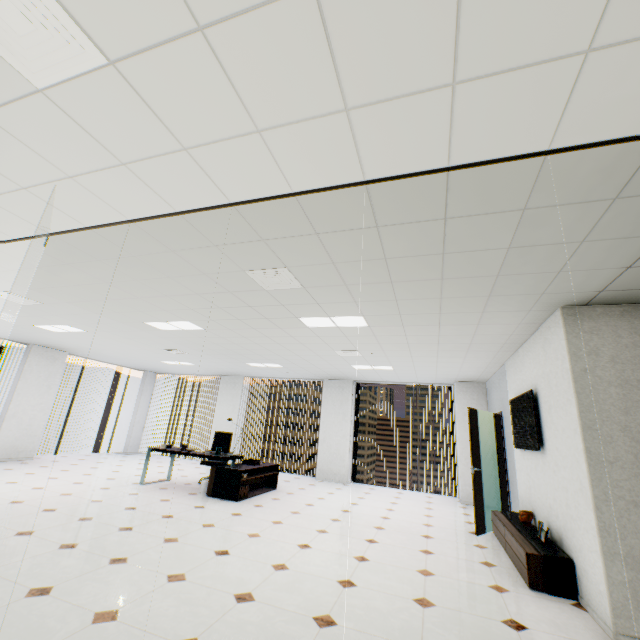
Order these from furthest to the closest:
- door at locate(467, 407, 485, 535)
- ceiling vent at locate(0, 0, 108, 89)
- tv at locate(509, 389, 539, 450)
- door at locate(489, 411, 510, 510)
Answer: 1. door at locate(489, 411, 510, 510)
2. door at locate(467, 407, 485, 535)
3. tv at locate(509, 389, 539, 450)
4. ceiling vent at locate(0, 0, 108, 89)

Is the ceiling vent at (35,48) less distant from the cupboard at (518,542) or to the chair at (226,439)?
the cupboard at (518,542)

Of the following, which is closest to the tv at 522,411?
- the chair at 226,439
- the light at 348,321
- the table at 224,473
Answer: the light at 348,321

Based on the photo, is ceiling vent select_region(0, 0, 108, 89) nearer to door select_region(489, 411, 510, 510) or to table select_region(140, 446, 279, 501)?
table select_region(140, 446, 279, 501)

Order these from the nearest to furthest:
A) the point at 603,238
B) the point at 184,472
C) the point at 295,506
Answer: the point at 603,238, the point at 295,506, the point at 184,472

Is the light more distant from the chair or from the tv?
the chair

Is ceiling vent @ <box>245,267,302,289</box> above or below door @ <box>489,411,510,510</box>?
above

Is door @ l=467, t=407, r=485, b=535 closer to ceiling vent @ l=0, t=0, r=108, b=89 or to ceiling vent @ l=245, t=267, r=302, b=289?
ceiling vent @ l=245, t=267, r=302, b=289
